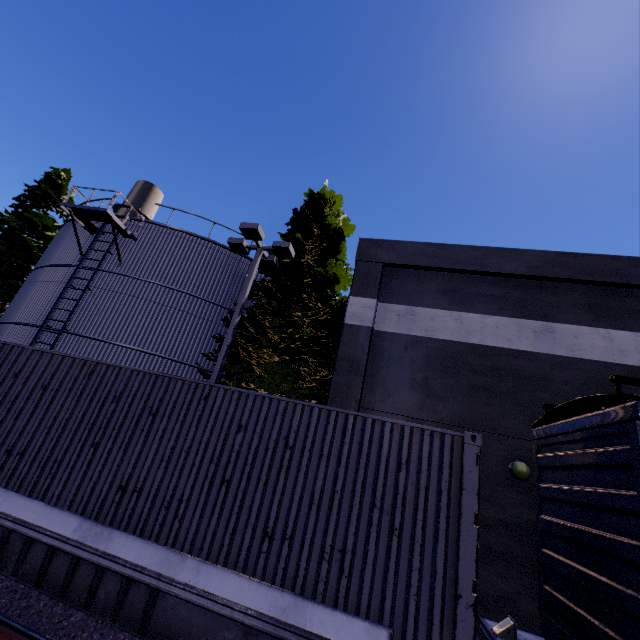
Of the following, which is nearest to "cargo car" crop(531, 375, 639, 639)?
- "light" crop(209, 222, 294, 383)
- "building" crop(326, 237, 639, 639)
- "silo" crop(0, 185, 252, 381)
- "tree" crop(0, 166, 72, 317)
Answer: "silo" crop(0, 185, 252, 381)

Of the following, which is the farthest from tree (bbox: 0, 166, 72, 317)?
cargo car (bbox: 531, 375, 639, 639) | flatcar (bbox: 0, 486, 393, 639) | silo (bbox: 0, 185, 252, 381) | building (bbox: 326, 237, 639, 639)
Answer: cargo car (bbox: 531, 375, 639, 639)

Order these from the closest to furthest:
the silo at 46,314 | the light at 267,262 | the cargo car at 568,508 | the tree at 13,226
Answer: the cargo car at 568,508 → the light at 267,262 → the silo at 46,314 → the tree at 13,226

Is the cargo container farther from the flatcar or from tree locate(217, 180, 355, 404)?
tree locate(217, 180, 355, 404)

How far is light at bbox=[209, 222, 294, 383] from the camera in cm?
1013

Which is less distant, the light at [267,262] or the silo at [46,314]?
the light at [267,262]

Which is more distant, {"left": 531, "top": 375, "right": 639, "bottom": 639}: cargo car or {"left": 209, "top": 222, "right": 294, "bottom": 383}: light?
{"left": 209, "top": 222, "right": 294, "bottom": 383}: light

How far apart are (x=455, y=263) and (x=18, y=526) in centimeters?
1194cm
